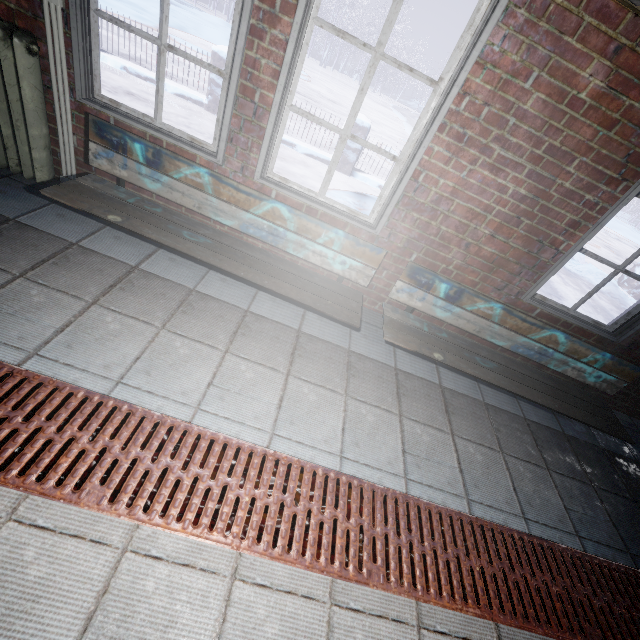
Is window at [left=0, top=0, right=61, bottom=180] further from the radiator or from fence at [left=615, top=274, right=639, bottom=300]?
fence at [left=615, top=274, right=639, bottom=300]

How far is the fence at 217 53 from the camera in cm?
507

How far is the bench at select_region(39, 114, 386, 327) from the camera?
1.90m

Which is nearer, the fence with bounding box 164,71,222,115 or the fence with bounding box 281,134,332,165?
the fence with bounding box 164,71,222,115

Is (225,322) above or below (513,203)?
below

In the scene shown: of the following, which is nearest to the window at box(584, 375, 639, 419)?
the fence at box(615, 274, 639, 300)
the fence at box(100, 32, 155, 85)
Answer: the fence at box(100, 32, 155, 85)

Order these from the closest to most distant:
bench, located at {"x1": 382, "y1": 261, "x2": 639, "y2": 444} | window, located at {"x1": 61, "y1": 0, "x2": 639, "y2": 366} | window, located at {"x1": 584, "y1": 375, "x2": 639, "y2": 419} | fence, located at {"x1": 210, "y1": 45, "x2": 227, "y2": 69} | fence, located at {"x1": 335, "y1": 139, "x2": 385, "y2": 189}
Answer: window, located at {"x1": 61, "y1": 0, "x2": 639, "y2": 366}
bench, located at {"x1": 382, "y1": 261, "x2": 639, "y2": 444}
window, located at {"x1": 584, "y1": 375, "x2": 639, "y2": 419}
fence, located at {"x1": 210, "y1": 45, "x2": 227, "y2": 69}
fence, located at {"x1": 335, "y1": 139, "x2": 385, "y2": 189}
